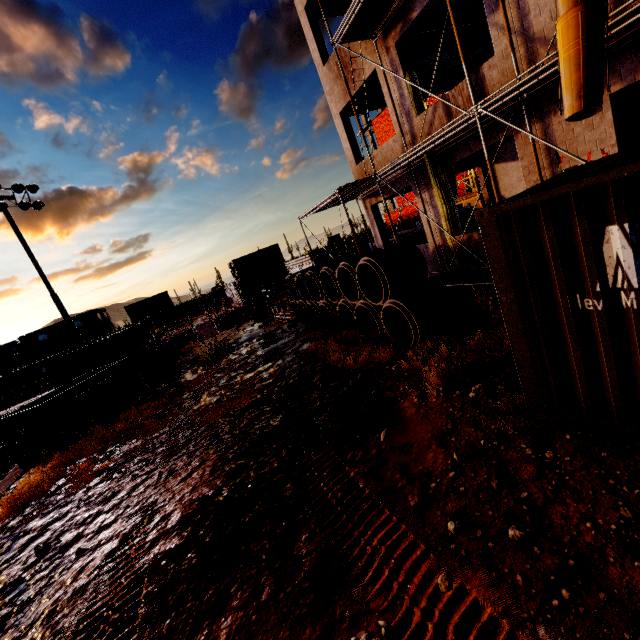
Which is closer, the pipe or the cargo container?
the cargo container

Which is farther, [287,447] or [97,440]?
[97,440]

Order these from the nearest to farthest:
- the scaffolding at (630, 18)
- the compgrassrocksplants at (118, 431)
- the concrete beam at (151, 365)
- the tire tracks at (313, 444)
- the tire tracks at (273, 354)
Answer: the tire tracks at (313, 444) → the scaffolding at (630, 18) → the compgrassrocksplants at (118, 431) → the tire tracks at (273, 354) → the concrete beam at (151, 365)

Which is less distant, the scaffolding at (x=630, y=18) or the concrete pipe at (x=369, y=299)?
the scaffolding at (x=630, y=18)

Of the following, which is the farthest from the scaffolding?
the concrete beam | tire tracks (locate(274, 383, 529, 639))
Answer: tire tracks (locate(274, 383, 529, 639))

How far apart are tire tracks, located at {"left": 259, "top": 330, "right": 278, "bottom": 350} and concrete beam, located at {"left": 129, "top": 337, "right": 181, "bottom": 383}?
4.5m

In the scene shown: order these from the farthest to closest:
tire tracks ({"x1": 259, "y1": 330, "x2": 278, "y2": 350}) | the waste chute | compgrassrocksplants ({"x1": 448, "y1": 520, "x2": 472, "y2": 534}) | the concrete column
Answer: tire tracks ({"x1": 259, "y1": 330, "x2": 278, "y2": 350})
the concrete column
the waste chute
compgrassrocksplants ({"x1": 448, "y1": 520, "x2": 472, "y2": 534})

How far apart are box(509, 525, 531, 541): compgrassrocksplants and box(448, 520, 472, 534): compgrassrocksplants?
0.3 meters
